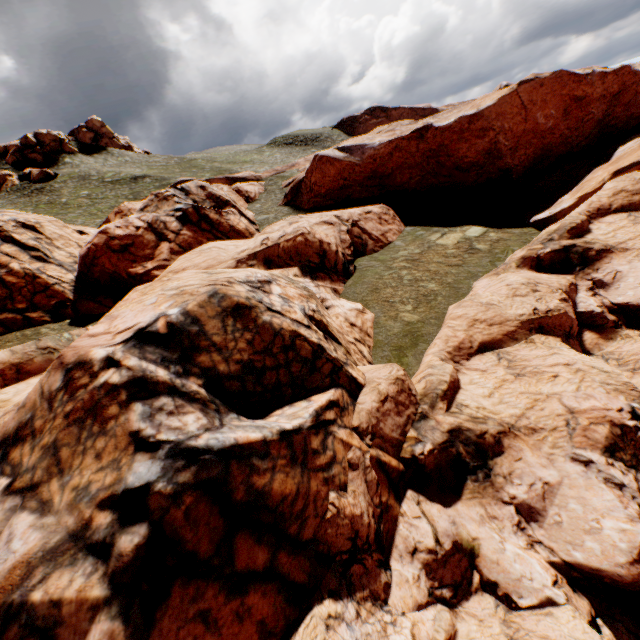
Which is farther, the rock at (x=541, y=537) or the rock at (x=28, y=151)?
the rock at (x=28, y=151)

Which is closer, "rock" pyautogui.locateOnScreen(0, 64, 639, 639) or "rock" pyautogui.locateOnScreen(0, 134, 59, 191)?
"rock" pyautogui.locateOnScreen(0, 64, 639, 639)

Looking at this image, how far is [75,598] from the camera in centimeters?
502cm

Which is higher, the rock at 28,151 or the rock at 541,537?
the rock at 28,151

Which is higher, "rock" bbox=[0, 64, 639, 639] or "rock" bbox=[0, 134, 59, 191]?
"rock" bbox=[0, 134, 59, 191]
